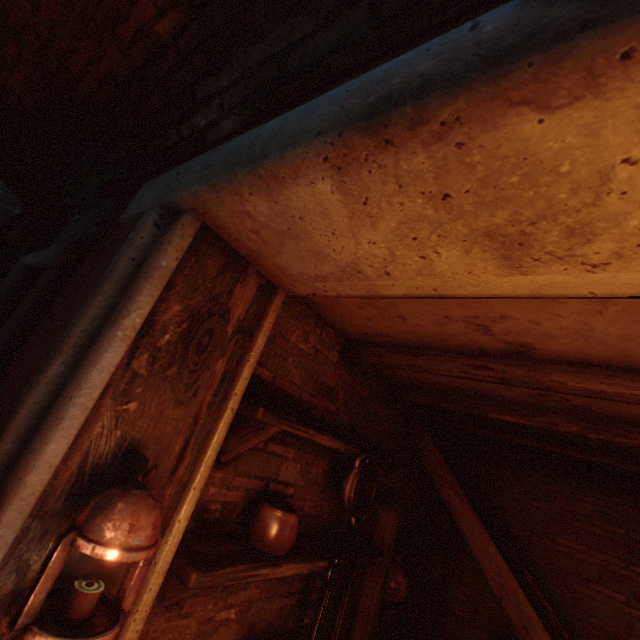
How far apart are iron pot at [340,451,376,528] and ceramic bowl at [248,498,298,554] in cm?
37

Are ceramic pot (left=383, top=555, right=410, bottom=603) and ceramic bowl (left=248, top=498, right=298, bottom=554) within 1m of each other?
no

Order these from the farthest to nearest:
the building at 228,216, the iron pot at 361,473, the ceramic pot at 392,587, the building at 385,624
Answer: the building at 385,624 → the ceramic pot at 392,587 → the iron pot at 361,473 → the building at 228,216

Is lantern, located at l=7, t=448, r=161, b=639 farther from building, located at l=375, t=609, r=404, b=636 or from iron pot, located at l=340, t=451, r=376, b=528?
iron pot, located at l=340, t=451, r=376, b=528

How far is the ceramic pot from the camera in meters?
3.0

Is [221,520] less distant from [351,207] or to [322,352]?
[322,352]

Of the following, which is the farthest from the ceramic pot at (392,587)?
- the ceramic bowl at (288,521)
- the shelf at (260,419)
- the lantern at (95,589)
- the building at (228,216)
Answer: the lantern at (95,589)

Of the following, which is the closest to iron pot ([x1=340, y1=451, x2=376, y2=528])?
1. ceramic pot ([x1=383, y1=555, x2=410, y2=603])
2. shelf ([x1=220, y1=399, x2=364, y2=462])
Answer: shelf ([x1=220, y1=399, x2=364, y2=462])
